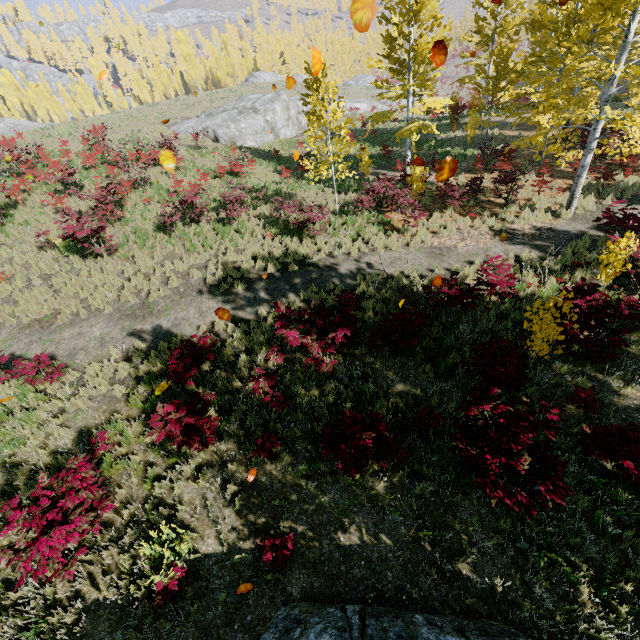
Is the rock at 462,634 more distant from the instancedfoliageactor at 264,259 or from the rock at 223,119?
the rock at 223,119

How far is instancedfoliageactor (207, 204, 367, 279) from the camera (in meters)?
11.18

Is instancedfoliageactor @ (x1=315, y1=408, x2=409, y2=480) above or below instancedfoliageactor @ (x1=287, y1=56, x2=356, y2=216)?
below

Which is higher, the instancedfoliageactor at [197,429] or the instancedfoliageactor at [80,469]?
the instancedfoliageactor at [80,469]

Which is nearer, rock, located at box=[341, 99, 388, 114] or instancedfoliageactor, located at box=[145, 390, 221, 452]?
instancedfoliageactor, located at box=[145, 390, 221, 452]

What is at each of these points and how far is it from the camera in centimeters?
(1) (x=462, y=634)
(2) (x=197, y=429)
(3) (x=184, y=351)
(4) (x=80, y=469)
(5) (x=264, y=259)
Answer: (1) rock, 354cm
(2) instancedfoliageactor, 595cm
(3) instancedfoliageactor, 883cm
(4) instancedfoliageactor, 490cm
(5) instancedfoliageactor, 1147cm

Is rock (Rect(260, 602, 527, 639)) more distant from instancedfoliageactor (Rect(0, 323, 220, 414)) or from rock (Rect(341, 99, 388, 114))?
rock (Rect(341, 99, 388, 114))
